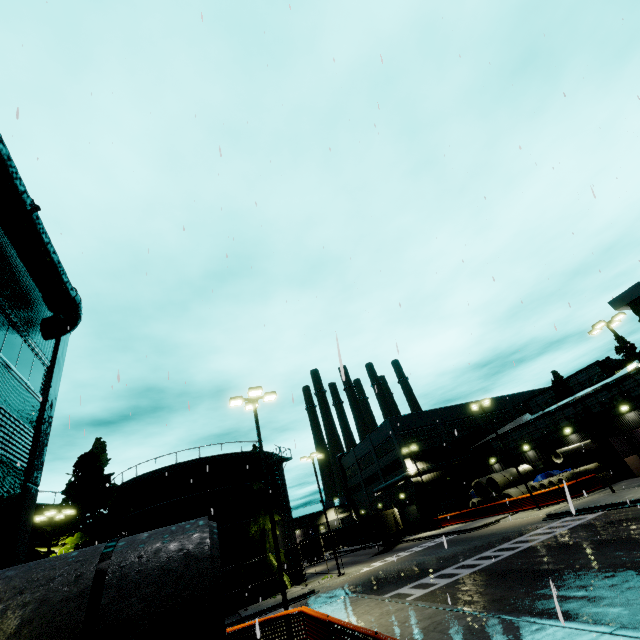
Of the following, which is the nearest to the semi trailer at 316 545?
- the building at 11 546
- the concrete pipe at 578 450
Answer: the building at 11 546

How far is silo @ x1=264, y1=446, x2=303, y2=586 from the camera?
30.4m

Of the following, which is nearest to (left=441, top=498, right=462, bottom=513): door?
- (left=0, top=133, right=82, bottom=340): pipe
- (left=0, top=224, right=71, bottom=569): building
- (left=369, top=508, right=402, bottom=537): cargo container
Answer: (left=0, top=224, right=71, bottom=569): building

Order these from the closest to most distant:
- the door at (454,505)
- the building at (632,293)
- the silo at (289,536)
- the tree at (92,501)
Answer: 1. the building at (632,293)
2. the tree at (92,501)
3. the silo at (289,536)
4. the door at (454,505)

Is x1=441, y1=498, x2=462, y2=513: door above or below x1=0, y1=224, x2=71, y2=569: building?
below

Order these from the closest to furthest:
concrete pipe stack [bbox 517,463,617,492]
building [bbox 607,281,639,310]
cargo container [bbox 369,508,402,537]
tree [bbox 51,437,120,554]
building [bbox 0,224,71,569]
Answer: building [bbox 0,224,71,569] → building [bbox 607,281,639,310] → tree [bbox 51,437,120,554] → concrete pipe stack [bbox 517,463,617,492] → cargo container [bbox 369,508,402,537]

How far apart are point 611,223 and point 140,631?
A: 20.9 meters

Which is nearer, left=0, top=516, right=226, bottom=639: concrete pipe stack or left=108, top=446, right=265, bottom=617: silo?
left=0, top=516, right=226, bottom=639: concrete pipe stack
